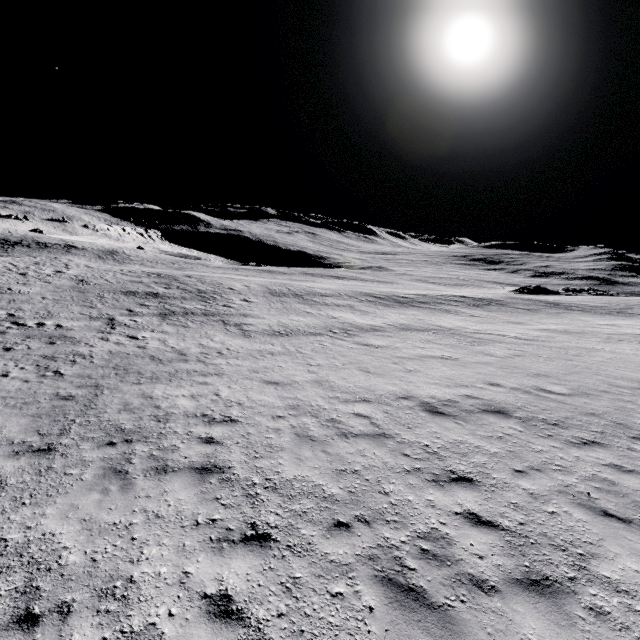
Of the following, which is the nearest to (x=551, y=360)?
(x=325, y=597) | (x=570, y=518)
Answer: (x=570, y=518)
